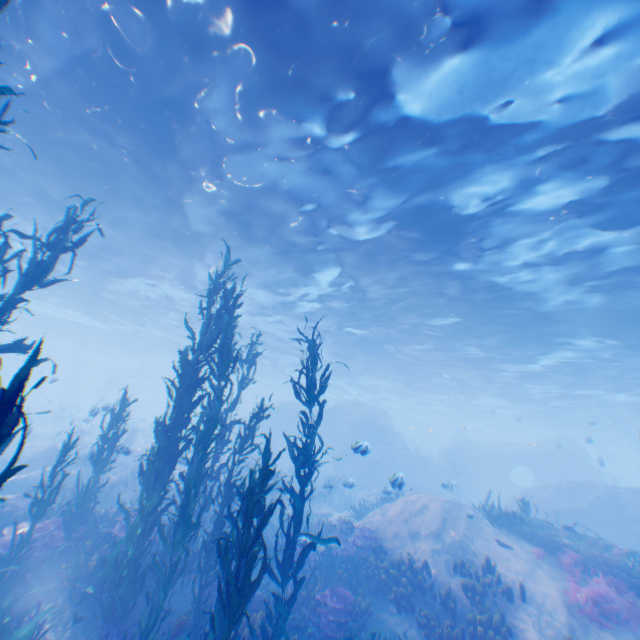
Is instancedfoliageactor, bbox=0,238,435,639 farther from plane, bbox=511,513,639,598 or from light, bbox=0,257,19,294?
light, bbox=0,257,19,294

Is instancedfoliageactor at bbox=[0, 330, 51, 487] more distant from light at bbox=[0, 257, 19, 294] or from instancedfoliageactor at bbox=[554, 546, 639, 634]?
light at bbox=[0, 257, 19, 294]

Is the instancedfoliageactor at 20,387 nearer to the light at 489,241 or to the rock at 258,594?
the rock at 258,594

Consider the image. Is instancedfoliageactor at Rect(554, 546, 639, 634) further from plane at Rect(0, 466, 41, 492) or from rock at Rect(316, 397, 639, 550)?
plane at Rect(0, 466, 41, 492)

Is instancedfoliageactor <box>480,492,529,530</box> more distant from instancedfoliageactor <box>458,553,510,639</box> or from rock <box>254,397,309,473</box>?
instancedfoliageactor <box>458,553,510,639</box>

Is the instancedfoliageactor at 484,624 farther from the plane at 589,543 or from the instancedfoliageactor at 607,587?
the instancedfoliageactor at 607,587

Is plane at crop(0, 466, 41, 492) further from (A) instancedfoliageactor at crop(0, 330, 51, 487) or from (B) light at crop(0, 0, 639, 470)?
(B) light at crop(0, 0, 639, 470)

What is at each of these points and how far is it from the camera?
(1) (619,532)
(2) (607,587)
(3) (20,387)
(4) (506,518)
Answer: (1) rock, 19.0 meters
(2) instancedfoliageactor, 8.9 meters
(3) instancedfoliageactor, 3.5 meters
(4) instancedfoliageactor, 12.1 meters
